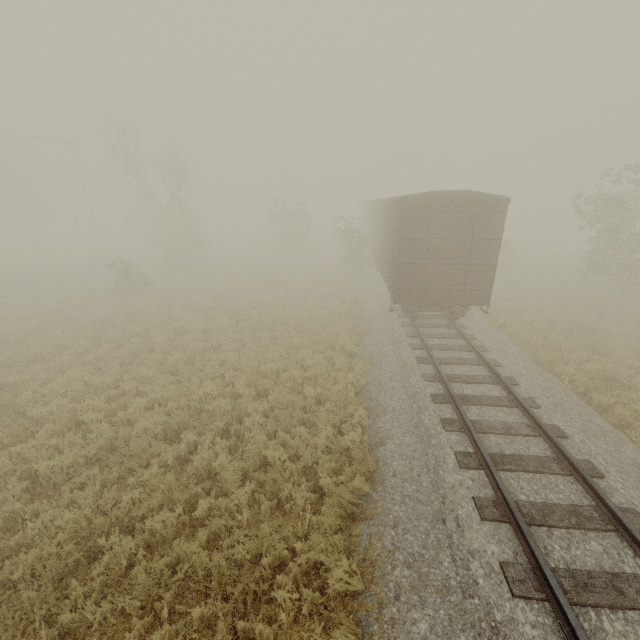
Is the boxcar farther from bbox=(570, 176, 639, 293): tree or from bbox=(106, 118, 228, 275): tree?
bbox=(106, 118, 228, 275): tree

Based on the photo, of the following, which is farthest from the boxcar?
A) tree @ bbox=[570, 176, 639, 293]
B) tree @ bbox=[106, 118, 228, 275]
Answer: tree @ bbox=[106, 118, 228, 275]

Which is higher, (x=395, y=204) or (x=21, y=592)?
(x=395, y=204)

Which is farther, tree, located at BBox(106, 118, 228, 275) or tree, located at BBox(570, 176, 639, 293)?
tree, located at BBox(106, 118, 228, 275)

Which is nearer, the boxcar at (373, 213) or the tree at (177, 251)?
the boxcar at (373, 213)

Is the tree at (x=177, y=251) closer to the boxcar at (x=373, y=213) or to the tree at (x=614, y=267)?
the tree at (x=614, y=267)

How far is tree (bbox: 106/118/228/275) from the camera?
22.0 meters
